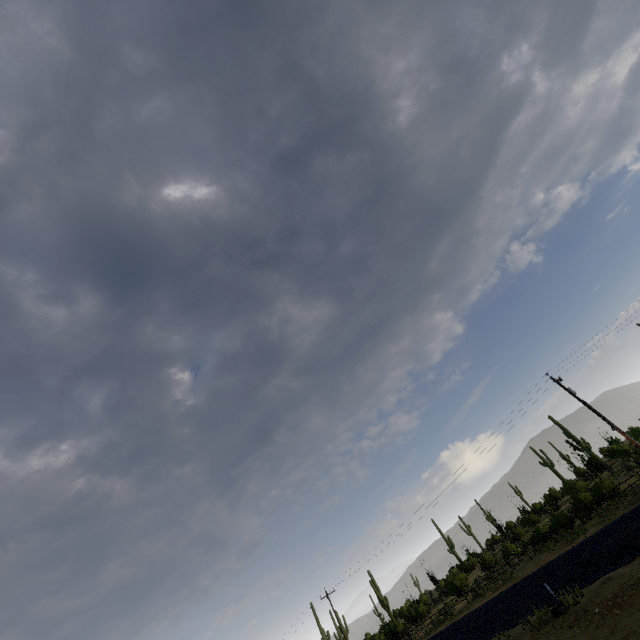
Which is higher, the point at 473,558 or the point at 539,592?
the point at 473,558
